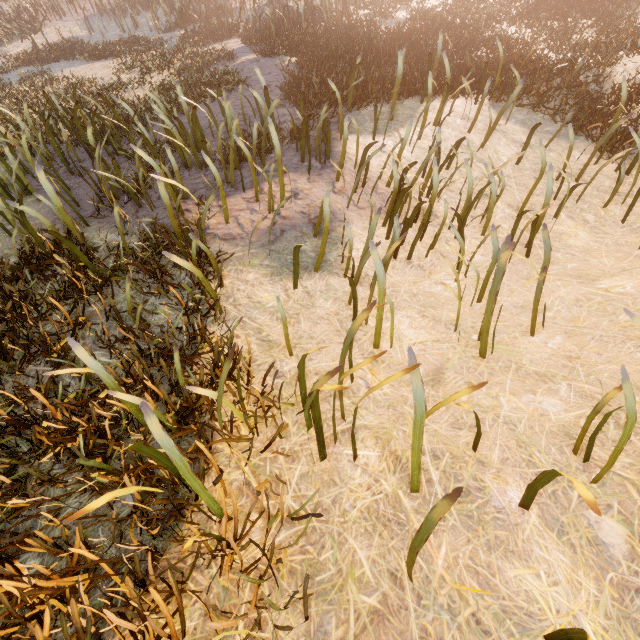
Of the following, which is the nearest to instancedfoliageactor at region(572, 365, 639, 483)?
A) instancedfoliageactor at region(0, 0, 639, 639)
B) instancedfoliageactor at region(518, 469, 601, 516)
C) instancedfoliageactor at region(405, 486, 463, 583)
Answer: instancedfoliageactor at region(518, 469, 601, 516)

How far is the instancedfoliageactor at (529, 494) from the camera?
1.09m

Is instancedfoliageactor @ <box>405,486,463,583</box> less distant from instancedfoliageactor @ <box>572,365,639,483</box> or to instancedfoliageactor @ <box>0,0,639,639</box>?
instancedfoliageactor @ <box>572,365,639,483</box>

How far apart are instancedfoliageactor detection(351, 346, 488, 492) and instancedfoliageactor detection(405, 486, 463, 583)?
0.4m

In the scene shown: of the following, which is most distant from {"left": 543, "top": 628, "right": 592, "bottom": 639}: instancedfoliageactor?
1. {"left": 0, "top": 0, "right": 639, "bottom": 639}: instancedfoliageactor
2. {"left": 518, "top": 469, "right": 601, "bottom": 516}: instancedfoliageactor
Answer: {"left": 0, "top": 0, "right": 639, "bottom": 639}: instancedfoliageactor

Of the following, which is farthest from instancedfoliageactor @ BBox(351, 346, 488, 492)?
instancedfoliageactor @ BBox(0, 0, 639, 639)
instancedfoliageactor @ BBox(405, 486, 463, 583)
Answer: instancedfoliageactor @ BBox(0, 0, 639, 639)

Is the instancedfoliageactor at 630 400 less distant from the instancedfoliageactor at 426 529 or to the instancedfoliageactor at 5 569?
the instancedfoliageactor at 426 529

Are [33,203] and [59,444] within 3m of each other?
no
